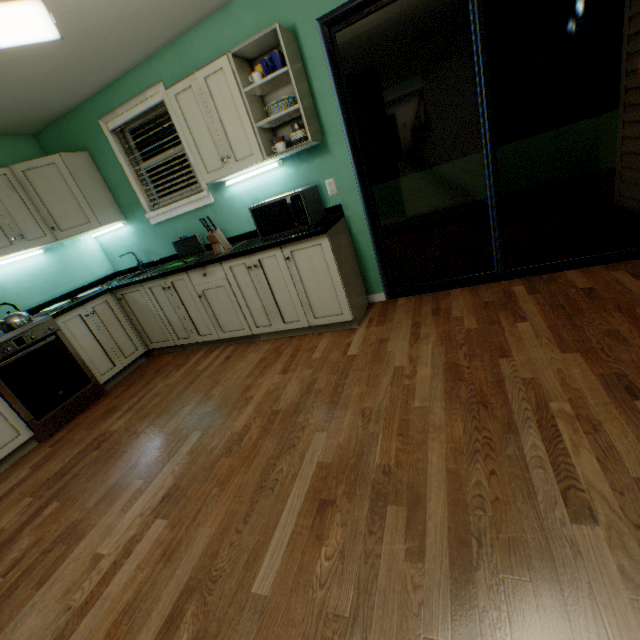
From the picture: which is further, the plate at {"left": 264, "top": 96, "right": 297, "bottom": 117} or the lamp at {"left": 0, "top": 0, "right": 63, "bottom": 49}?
the plate at {"left": 264, "top": 96, "right": 297, "bottom": 117}

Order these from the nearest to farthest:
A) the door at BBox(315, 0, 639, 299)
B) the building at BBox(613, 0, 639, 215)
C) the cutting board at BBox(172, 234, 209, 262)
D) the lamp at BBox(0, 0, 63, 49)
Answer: the lamp at BBox(0, 0, 63, 49)
the door at BBox(315, 0, 639, 299)
the building at BBox(613, 0, 639, 215)
the cutting board at BBox(172, 234, 209, 262)

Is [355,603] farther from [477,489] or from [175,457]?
[175,457]

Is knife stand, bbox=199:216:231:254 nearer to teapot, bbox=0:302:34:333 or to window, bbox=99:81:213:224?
window, bbox=99:81:213:224

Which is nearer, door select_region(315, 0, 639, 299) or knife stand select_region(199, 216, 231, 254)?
door select_region(315, 0, 639, 299)

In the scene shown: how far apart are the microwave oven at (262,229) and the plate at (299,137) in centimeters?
32cm

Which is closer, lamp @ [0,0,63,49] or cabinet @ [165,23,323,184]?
lamp @ [0,0,63,49]

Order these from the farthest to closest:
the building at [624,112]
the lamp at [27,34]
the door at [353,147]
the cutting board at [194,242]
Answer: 1. the cutting board at [194,242]
2. the building at [624,112]
3. the door at [353,147]
4. the lamp at [27,34]
